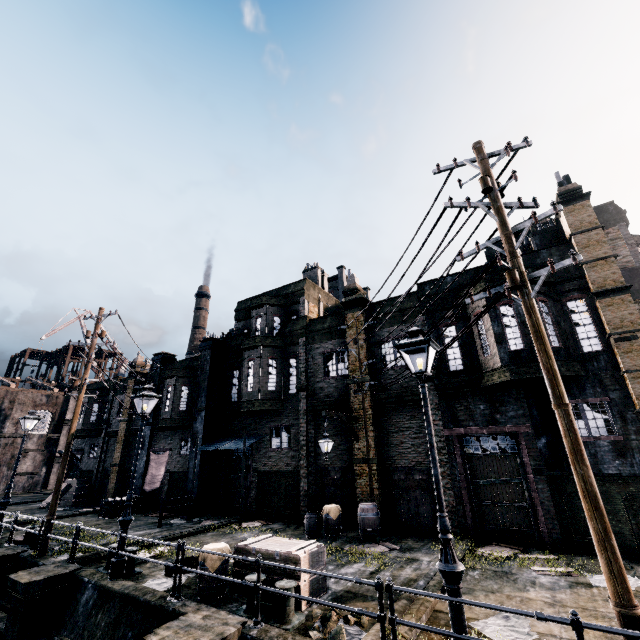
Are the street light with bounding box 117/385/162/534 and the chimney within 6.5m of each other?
no

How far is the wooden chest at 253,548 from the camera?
8.4m

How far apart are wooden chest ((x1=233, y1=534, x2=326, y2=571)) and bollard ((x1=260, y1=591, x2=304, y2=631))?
0.51m

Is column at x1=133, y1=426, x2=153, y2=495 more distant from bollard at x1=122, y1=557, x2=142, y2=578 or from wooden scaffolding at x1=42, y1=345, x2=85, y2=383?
wooden scaffolding at x1=42, y1=345, x2=85, y2=383

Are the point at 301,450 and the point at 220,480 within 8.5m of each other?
yes

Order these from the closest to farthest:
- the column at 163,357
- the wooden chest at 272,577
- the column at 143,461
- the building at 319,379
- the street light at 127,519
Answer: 1. the wooden chest at 272,577
2. the street light at 127,519
3. the building at 319,379
4. the column at 143,461
5. the column at 163,357

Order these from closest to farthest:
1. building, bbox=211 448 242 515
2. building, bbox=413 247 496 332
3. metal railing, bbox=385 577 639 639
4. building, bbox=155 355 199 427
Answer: metal railing, bbox=385 577 639 639
building, bbox=413 247 496 332
building, bbox=211 448 242 515
building, bbox=155 355 199 427

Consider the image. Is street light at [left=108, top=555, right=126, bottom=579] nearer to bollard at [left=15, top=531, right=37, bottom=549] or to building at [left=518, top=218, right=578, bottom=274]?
bollard at [left=15, top=531, right=37, bottom=549]
